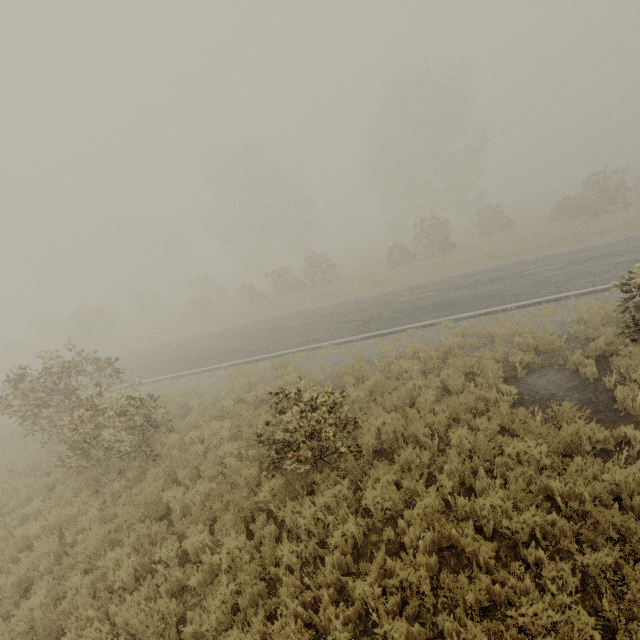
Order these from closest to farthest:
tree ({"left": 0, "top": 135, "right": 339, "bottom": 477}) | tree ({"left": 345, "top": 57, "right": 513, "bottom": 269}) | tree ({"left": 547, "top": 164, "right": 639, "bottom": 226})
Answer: tree ({"left": 0, "top": 135, "right": 339, "bottom": 477}) → tree ({"left": 547, "top": 164, "right": 639, "bottom": 226}) → tree ({"left": 345, "top": 57, "right": 513, "bottom": 269})

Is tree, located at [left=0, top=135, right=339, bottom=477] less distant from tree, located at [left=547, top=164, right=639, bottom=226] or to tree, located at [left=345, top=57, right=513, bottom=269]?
tree, located at [left=345, top=57, right=513, bottom=269]

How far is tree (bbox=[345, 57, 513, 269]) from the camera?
27.3m

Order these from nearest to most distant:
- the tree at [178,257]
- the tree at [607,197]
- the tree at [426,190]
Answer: the tree at [178,257], the tree at [607,197], the tree at [426,190]

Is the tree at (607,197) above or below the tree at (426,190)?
below

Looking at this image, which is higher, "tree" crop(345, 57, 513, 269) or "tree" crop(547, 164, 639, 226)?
"tree" crop(345, 57, 513, 269)

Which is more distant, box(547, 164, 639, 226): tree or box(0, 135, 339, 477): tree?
box(547, 164, 639, 226): tree

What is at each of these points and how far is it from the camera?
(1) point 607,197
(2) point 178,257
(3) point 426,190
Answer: (1) tree, 23.25m
(2) tree, 52.59m
(3) tree, 39.78m
